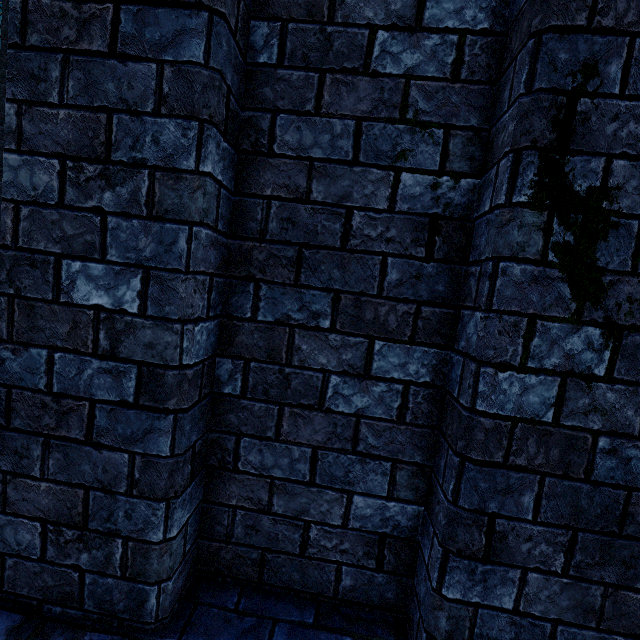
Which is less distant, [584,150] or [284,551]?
[584,150]
